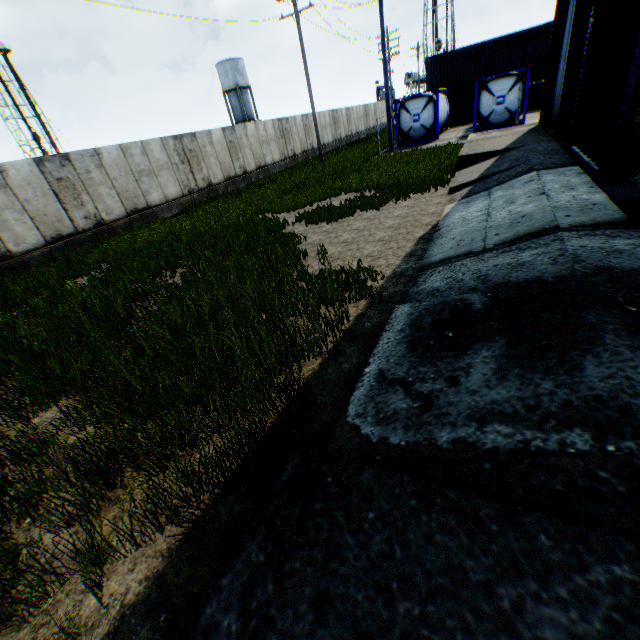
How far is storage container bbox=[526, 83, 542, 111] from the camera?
26.5 meters

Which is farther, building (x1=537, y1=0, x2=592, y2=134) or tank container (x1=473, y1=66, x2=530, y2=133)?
tank container (x1=473, y1=66, x2=530, y2=133)

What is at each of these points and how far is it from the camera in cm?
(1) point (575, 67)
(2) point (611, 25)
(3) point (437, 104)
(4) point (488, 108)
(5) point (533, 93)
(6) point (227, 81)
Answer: (1) building, 1095
(2) hanging door, 684
(3) tank container, 2159
(4) tank container, 2066
(5) storage container, 2675
(6) vertical tank, 4553

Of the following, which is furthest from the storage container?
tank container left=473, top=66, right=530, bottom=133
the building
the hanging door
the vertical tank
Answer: the vertical tank

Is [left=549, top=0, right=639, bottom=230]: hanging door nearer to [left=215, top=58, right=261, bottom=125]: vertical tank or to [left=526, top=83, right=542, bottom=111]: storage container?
[left=526, top=83, right=542, bottom=111]: storage container

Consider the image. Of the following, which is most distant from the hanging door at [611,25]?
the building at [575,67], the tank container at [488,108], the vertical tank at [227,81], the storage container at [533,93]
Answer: the vertical tank at [227,81]

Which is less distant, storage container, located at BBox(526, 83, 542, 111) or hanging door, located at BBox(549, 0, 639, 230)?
hanging door, located at BBox(549, 0, 639, 230)

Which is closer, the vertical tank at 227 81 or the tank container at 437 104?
the tank container at 437 104
